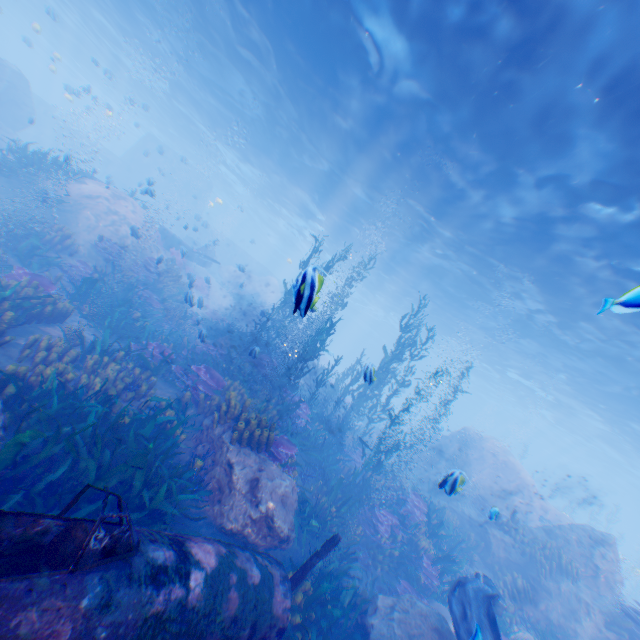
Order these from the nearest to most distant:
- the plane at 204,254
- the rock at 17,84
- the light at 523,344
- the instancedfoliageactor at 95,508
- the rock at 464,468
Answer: the instancedfoliageactor at 95,508, the light at 523,344, the rock at 464,468, the rock at 17,84, the plane at 204,254

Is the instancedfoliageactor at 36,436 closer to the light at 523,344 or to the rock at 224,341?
the rock at 224,341

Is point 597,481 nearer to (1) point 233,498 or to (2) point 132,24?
(1) point 233,498

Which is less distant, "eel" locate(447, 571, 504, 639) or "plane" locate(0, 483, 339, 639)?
"plane" locate(0, 483, 339, 639)

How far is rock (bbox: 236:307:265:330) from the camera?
29.02m

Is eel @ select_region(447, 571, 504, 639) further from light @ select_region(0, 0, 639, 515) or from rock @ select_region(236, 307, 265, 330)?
light @ select_region(0, 0, 639, 515)

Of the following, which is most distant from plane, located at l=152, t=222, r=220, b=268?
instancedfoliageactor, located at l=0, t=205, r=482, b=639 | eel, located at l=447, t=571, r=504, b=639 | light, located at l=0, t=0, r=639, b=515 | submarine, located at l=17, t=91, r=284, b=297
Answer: eel, located at l=447, t=571, r=504, b=639

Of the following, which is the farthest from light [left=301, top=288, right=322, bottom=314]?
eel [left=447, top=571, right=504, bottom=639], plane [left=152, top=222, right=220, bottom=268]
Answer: eel [left=447, top=571, right=504, bottom=639]
